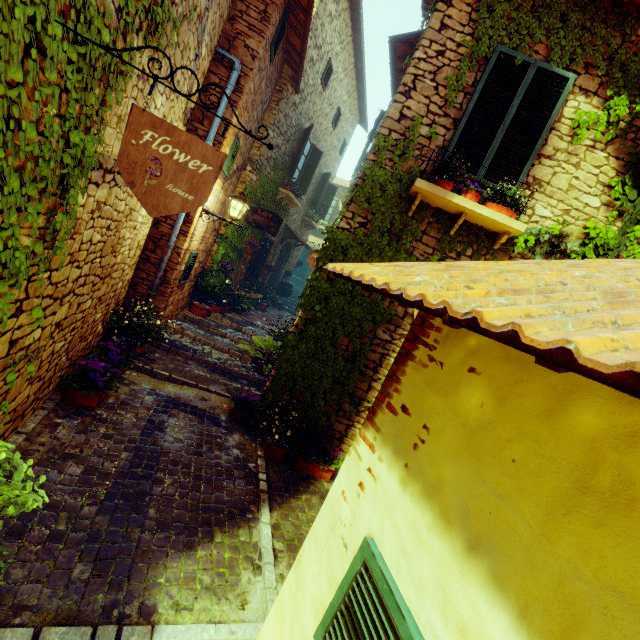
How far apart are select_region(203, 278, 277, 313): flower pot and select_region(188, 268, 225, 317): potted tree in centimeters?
112cm

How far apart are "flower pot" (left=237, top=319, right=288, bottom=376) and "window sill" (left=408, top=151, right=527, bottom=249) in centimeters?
377cm

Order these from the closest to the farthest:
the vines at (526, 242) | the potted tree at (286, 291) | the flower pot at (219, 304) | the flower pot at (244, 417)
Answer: the vines at (526, 242)
the flower pot at (244, 417)
the flower pot at (219, 304)
the potted tree at (286, 291)

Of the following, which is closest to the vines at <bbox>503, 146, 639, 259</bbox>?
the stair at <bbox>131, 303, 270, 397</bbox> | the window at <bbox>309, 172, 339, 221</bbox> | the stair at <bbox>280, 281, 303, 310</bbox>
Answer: Answer: the stair at <bbox>131, 303, 270, 397</bbox>

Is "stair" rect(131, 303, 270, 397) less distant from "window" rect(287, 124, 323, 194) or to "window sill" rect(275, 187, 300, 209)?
"window sill" rect(275, 187, 300, 209)

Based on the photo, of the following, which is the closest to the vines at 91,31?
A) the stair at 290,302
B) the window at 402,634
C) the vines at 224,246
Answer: the window at 402,634

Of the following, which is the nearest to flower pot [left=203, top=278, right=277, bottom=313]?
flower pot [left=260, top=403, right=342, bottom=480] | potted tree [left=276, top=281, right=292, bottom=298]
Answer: potted tree [left=276, top=281, right=292, bottom=298]

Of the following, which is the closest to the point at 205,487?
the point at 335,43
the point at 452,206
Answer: the point at 452,206
